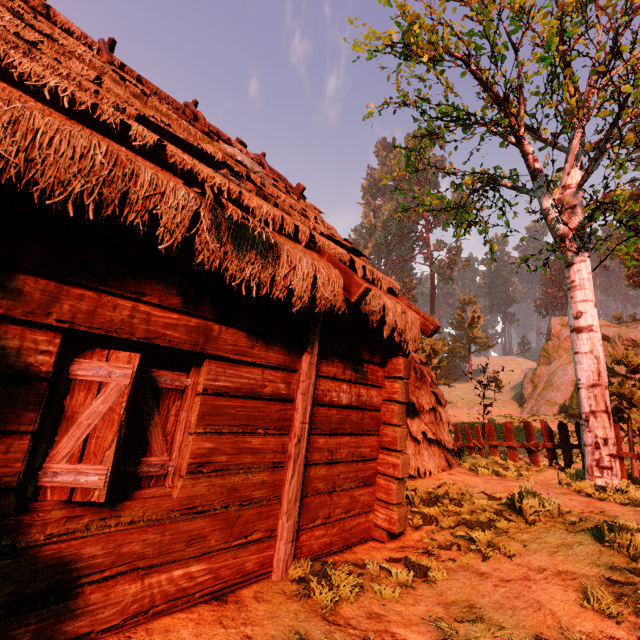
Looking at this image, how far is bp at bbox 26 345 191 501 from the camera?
2.4 meters

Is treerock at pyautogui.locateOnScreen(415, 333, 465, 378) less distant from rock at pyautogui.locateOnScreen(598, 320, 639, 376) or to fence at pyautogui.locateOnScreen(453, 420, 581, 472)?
fence at pyautogui.locateOnScreen(453, 420, 581, 472)

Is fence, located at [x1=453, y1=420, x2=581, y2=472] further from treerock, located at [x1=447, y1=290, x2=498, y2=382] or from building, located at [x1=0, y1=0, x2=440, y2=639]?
building, located at [x1=0, y1=0, x2=440, y2=639]

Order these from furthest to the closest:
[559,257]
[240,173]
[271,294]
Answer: [559,257] → [240,173] → [271,294]

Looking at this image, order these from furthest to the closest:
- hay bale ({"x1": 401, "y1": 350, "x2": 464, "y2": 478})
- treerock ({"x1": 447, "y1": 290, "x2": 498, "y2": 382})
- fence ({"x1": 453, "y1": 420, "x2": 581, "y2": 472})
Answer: treerock ({"x1": 447, "y1": 290, "x2": 498, "y2": 382}) < fence ({"x1": 453, "y1": 420, "x2": 581, "y2": 472}) < hay bale ({"x1": 401, "y1": 350, "x2": 464, "y2": 478})

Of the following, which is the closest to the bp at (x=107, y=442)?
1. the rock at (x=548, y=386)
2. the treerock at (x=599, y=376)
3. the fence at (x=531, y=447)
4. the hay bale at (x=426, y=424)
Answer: the treerock at (x=599, y=376)

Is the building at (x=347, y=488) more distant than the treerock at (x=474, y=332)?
No

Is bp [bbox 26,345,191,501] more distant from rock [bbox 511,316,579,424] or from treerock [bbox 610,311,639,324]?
rock [bbox 511,316,579,424]
